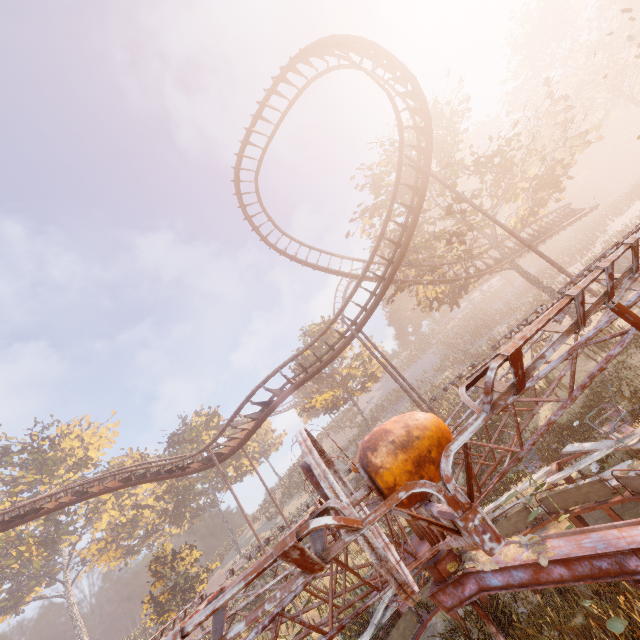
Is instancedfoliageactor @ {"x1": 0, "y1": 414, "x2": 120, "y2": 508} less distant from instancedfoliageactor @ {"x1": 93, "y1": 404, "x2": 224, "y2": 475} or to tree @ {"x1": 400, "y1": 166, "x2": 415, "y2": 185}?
instancedfoliageactor @ {"x1": 93, "y1": 404, "x2": 224, "y2": 475}

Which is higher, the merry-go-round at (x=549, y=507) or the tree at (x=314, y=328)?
the tree at (x=314, y=328)

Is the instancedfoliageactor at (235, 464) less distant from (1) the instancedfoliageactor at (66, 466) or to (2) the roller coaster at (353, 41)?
(2) the roller coaster at (353, 41)

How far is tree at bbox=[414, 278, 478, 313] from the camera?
24.52m

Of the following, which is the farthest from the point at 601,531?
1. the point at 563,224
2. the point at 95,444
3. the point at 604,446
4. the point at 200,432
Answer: the point at 95,444

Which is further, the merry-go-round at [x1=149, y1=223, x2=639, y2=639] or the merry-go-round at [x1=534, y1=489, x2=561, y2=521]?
the merry-go-round at [x1=534, y1=489, x2=561, y2=521]

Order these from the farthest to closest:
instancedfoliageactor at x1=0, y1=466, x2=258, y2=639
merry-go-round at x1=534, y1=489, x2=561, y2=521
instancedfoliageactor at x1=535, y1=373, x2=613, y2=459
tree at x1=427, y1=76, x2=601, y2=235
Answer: instancedfoliageactor at x1=0, y1=466, x2=258, y2=639, tree at x1=427, y1=76, x2=601, y2=235, instancedfoliageactor at x1=535, y1=373, x2=613, y2=459, merry-go-round at x1=534, y1=489, x2=561, y2=521
